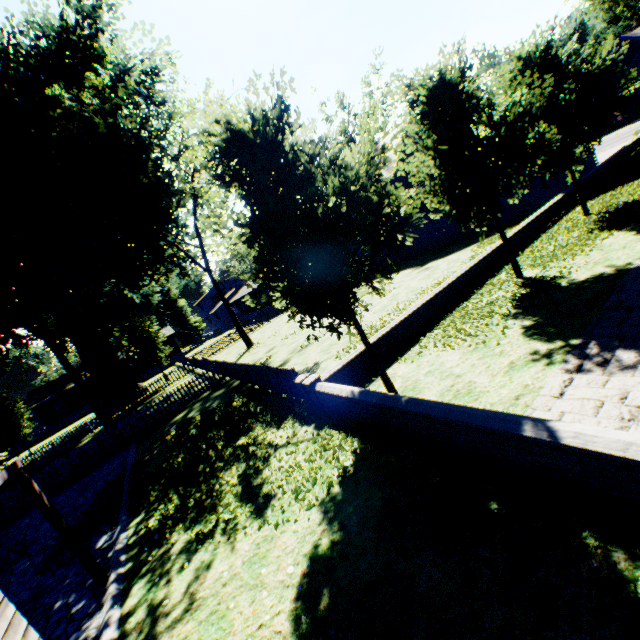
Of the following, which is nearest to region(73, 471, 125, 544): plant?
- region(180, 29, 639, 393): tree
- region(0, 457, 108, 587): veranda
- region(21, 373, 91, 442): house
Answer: region(21, 373, 91, 442): house

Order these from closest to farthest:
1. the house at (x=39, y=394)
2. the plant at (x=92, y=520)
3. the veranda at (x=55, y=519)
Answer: the veranda at (x=55, y=519) → the plant at (x=92, y=520) → the house at (x=39, y=394)

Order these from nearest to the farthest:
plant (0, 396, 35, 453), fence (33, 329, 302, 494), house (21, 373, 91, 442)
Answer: fence (33, 329, 302, 494) < plant (0, 396, 35, 453) < house (21, 373, 91, 442)

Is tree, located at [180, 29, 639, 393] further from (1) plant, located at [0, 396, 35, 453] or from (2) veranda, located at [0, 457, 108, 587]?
(2) veranda, located at [0, 457, 108, 587]

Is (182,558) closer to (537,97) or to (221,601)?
(221,601)

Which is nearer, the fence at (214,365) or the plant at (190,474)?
the plant at (190,474)

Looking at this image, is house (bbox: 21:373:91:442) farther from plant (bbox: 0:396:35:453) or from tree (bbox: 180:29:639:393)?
tree (bbox: 180:29:639:393)

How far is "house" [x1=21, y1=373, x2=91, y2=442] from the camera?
44.8 meters
